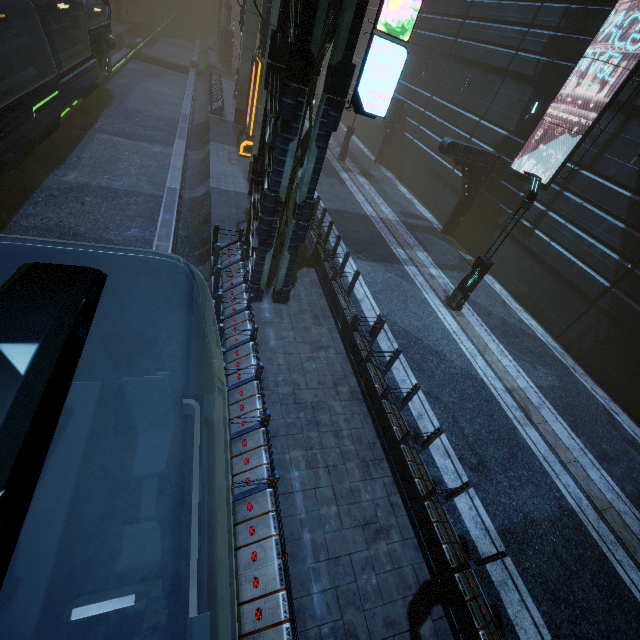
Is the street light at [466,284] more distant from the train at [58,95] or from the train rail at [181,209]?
the train at [58,95]

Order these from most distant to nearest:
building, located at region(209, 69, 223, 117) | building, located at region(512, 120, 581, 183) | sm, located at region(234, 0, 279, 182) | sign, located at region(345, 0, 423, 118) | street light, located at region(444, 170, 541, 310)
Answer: building, located at region(209, 69, 223, 117)
building, located at region(512, 120, 581, 183)
sm, located at region(234, 0, 279, 182)
street light, located at region(444, 170, 541, 310)
sign, located at region(345, 0, 423, 118)

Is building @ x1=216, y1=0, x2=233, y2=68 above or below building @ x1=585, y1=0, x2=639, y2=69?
below

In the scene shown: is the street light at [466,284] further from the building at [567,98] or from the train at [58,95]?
the train at [58,95]

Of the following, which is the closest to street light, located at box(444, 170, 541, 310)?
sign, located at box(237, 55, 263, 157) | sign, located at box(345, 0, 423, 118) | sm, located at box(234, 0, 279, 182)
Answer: sign, located at box(345, 0, 423, 118)

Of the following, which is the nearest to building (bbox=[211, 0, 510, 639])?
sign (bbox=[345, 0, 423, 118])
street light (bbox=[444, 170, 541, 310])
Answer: sign (bbox=[345, 0, 423, 118])

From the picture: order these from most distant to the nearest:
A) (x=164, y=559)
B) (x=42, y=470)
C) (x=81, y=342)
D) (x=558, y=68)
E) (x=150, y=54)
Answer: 1. (x=150, y=54)
2. (x=558, y=68)
3. (x=164, y=559)
4. (x=81, y=342)
5. (x=42, y=470)

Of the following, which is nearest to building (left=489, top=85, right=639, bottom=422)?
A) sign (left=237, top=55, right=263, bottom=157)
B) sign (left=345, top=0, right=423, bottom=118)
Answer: sign (left=345, top=0, right=423, bottom=118)
